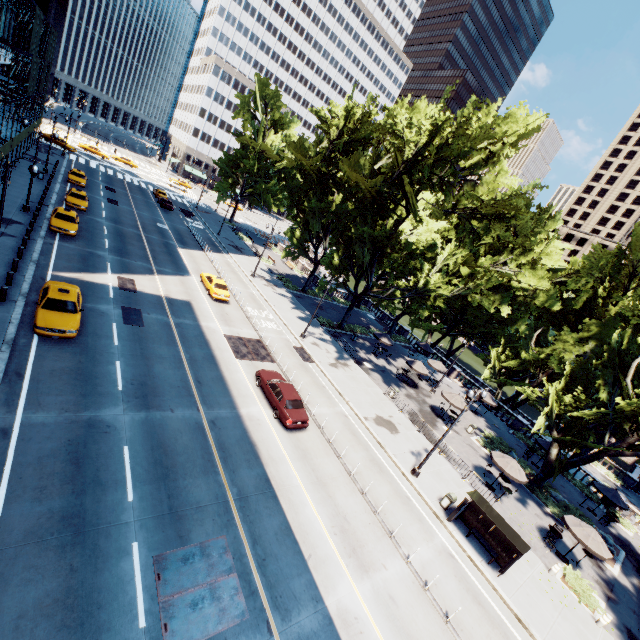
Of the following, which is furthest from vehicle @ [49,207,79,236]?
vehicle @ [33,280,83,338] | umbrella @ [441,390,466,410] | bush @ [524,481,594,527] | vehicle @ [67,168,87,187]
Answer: bush @ [524,481,594,527]

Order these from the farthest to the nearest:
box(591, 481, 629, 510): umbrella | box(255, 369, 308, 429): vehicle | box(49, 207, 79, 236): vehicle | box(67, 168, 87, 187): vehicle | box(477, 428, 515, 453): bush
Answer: box(67, 168, 87, 187): vehicle, box(477, 428, 515, 453): bush, box(591, 481, 629, 510): umbrella, box(49, 207, 79, 236): vehicle, box(255, 369, 308, 429): vehicle

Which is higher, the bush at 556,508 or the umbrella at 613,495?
the umbrella at 613,495

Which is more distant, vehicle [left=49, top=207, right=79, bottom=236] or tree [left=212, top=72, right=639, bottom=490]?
vehicle [left=49, top=207, right=79, bottom=236]

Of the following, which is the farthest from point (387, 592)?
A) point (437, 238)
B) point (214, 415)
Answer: point (437, 238)

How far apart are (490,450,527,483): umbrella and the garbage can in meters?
5.9 m

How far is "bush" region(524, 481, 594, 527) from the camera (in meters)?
25.59

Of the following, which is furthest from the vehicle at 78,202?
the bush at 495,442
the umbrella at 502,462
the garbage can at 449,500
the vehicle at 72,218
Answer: the bush at 495,442
